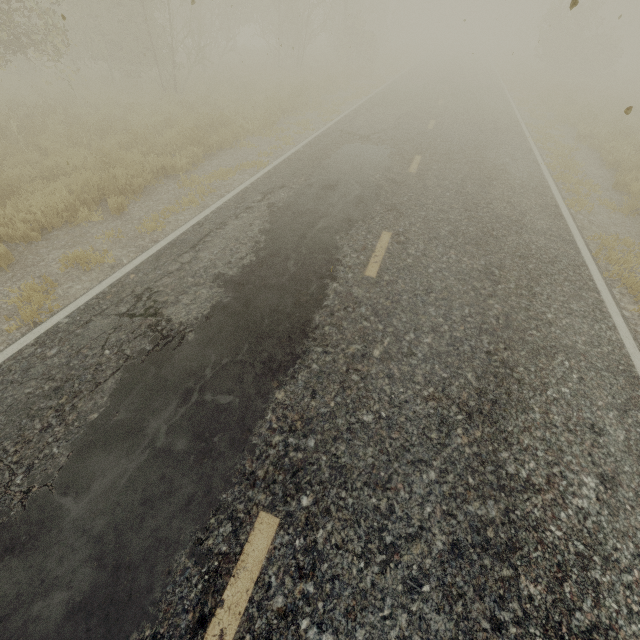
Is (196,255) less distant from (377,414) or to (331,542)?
(377,414)
